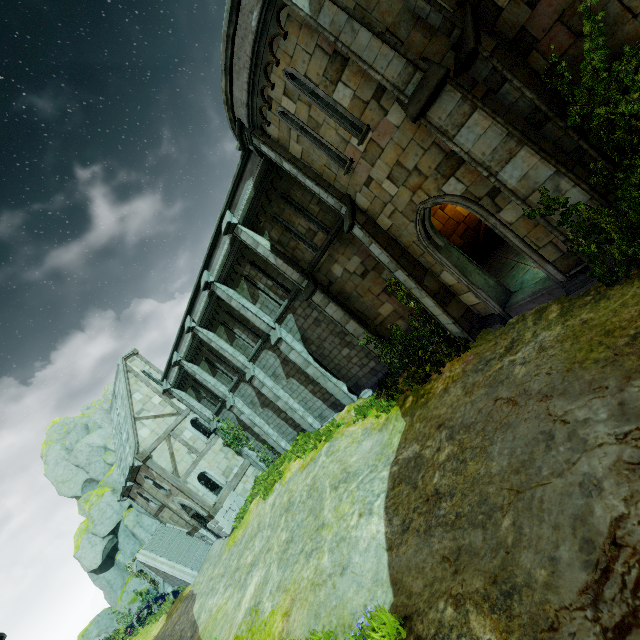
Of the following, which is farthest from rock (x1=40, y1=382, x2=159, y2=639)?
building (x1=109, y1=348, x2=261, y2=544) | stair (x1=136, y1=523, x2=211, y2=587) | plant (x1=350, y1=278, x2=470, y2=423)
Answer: plant (x1=350, y1=278, x2=470, y2=423)

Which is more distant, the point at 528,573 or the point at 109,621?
the point at 109,621

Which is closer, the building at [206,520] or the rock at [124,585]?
the building at [206,520]

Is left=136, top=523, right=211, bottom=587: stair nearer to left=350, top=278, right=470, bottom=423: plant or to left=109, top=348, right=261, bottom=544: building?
left=109, top=348, right=261, bottom=544: building

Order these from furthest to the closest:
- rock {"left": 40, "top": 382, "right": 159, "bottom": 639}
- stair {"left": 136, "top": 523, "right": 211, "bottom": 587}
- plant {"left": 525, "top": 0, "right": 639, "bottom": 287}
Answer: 1. rock {"left": 40, "top": 382, "right": 159, "bottom": 639}
2. stair {"left": 136, "top": 523, "right": 211, "bottom": 587}
3. plant {"left": 525, "top": 0, "right": 639, "bottom": 287}

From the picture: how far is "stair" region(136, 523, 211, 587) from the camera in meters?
21.3

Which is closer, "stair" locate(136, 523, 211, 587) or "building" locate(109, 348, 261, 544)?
"building" locate(109, 348, 261, 544)

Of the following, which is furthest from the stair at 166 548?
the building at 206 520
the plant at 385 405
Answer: the plant at 385 405
